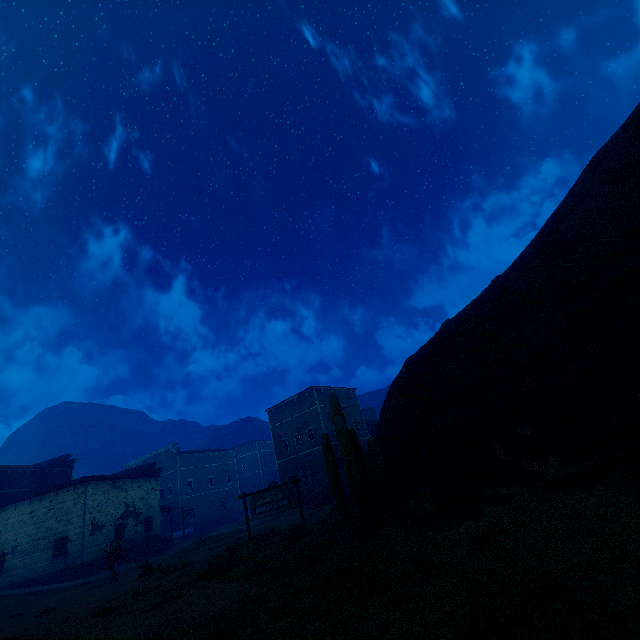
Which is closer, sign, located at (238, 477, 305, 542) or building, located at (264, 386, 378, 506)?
sign, located at (238, 477, 305, 542)

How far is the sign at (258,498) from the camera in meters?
16.3 m

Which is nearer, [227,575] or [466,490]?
[466,490]

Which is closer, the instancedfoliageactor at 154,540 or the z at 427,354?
the z at 427,354

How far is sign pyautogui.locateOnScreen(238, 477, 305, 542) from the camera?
16.3m

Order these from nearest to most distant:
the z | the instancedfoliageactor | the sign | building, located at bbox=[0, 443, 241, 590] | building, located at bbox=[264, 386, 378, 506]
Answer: the z, the sign, building, located at bbox=[0, 443, 241, 590], the instancedfoliageactor, building, located at bbox=[264, 386, 378, 506]

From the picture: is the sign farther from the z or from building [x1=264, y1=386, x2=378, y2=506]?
building [x1=264, y1=386, x2=378, y2=506]

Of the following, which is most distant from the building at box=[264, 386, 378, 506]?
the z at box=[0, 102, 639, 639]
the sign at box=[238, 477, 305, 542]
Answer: the sign at box=[238, 477, 305, 542]
